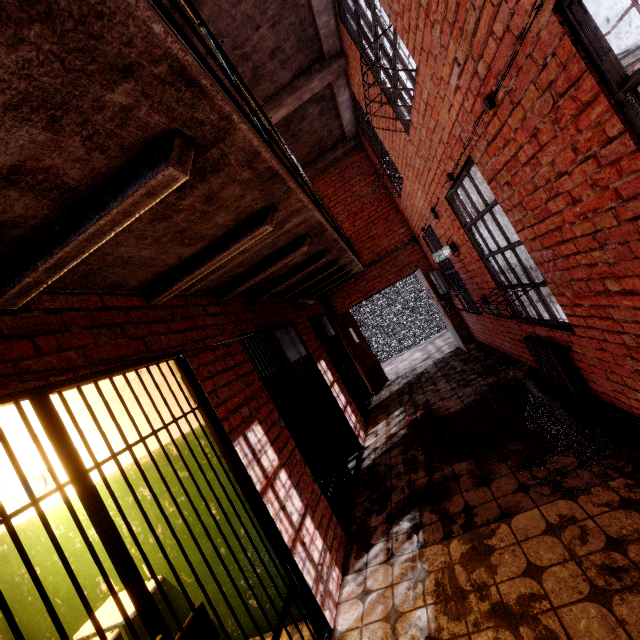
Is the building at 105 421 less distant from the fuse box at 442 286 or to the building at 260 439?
the building at 260 439

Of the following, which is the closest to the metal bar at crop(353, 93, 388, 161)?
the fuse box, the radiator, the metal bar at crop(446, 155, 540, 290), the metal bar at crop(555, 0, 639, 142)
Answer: the metal bar at crop(446, 155, 540, 290)

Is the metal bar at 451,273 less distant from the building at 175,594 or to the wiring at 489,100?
the wiring at 489,100

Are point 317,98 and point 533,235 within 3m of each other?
no

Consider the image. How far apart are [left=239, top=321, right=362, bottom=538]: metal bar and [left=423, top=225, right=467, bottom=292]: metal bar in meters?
0.9

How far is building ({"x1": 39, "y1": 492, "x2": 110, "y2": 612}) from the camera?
3.0m

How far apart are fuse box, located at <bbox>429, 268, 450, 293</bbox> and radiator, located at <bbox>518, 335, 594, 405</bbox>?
3.43m
